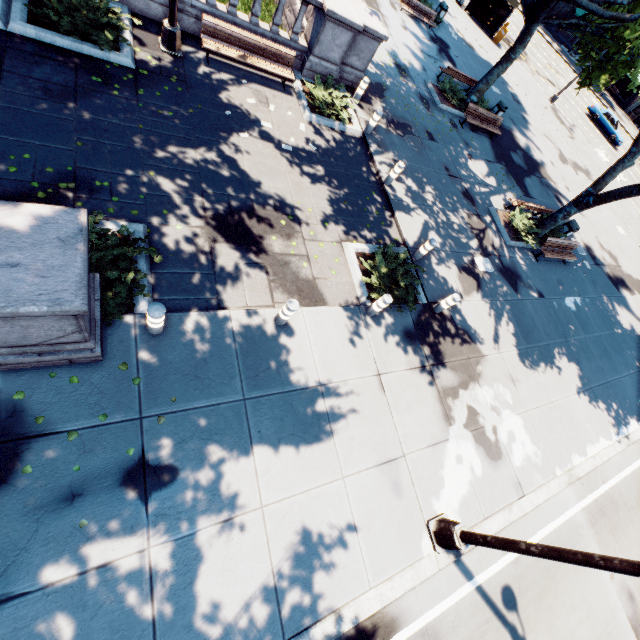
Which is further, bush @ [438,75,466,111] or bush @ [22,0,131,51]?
bush @ [438,75,466,111]

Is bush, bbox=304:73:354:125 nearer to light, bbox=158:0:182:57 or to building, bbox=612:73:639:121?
light, bbox=158:0:182:57

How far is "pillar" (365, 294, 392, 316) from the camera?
7.8 meters

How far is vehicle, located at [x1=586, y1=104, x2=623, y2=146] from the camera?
33.3 meters

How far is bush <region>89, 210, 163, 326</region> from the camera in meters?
5.6

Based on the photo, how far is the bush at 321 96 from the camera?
11.2m

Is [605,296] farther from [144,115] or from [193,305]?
[144,115]

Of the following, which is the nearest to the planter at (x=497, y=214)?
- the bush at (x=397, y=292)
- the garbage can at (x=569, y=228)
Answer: the garbage can at (x=569, y=228)
